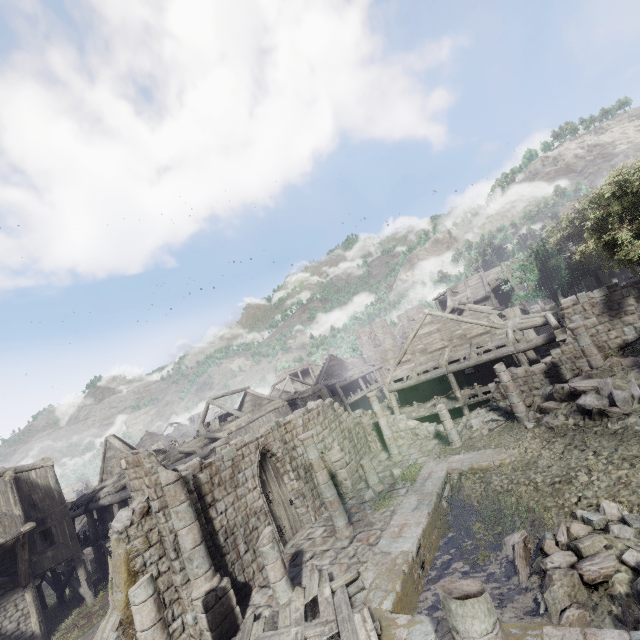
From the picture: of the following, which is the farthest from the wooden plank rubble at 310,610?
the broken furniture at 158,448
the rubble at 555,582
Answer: the broken furniture at 158,448

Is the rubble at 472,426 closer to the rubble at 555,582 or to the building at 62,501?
the building at 62,501

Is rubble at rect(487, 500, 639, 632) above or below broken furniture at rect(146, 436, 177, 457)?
below

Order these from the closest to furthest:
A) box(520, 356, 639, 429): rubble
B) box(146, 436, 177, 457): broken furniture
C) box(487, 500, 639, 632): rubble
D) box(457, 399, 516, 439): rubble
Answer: box(487, 500, 639, 632): rubble
box(520, 356, 639, 429): rubble
box(457, 399, 516, 439): rubble
box(146, 436, 177, 457): broken furniture

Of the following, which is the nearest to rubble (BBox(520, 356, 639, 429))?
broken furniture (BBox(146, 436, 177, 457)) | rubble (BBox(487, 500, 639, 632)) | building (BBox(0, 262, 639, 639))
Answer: building (BBox(0, 262, 639, 639))

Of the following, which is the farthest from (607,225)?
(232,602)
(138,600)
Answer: (138,600)

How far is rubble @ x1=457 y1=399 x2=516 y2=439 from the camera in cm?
1611

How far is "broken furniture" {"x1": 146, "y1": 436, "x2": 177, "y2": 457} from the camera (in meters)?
24.23
